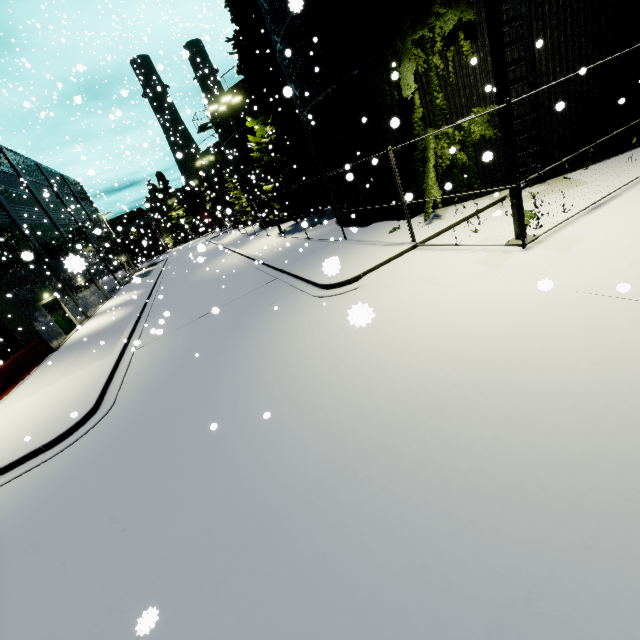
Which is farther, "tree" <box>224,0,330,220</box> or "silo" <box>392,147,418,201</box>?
"tree" <box>224,0,330,220</box>

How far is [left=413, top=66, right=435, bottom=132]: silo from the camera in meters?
11.2 m

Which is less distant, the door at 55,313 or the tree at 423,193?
the tree at 423,193

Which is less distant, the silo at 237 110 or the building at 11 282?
the building at 11 282

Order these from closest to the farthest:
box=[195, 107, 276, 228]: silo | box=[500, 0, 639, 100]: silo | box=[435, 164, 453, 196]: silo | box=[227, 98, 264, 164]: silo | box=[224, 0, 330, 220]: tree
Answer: box=[435, 164, 453, 196]: silo → box=[500, 0, 639, 100]: silo → box=[224, 0, 330, 220]: tree → box=[227, 98, 264, 164]: silo → box=[195, 107, 276, 228]: silo

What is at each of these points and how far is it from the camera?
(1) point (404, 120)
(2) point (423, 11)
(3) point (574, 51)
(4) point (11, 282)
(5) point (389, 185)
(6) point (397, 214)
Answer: (1) tree, 12.11m
(2) silo, 10.32m
(3) silo, 9.86m
(4) building, 18.66m
(5) silo, 14.03m
(6) silo, 14.55m

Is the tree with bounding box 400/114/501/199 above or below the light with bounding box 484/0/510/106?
below
